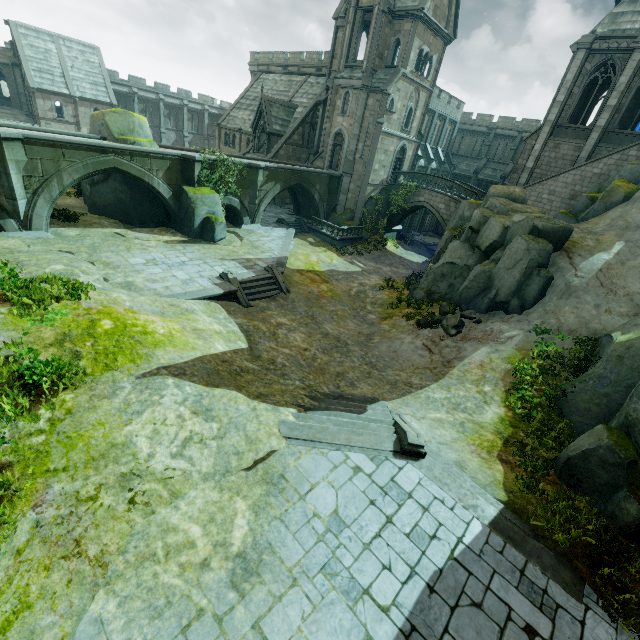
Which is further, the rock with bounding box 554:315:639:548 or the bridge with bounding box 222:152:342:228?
the bridge with bounding box 222:152:342:228

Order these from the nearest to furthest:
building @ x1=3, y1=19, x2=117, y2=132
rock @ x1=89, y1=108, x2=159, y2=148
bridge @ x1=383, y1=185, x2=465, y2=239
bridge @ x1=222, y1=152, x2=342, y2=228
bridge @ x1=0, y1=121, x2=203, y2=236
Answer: bridge @ x1=0, y1=121, x2=203, y2=236 < rock @ x1=89, y1=108, x2=159, y2=148 < bridge @ x1=222, y1=152, x2=342, y2=228 < bridge @ x1=383, y1=185, x2=465, y2=239 < building @ x1=3, y1=19, x2=117, y2=132

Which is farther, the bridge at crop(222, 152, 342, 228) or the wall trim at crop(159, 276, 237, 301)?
the bridge at crop(222, 152, 342, 228)

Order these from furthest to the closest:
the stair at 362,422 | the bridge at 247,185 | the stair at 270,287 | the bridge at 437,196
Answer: the bridge at 437,196 → the bridge at 247,185 → the stair at 270,287 → the stair at 362,422

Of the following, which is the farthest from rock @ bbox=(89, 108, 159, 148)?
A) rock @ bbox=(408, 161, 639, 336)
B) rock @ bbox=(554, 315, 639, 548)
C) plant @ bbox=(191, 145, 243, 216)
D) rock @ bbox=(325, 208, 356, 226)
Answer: rock @ bbox=(554, 315, 639, 548)

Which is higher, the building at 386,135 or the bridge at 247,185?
the building at 386,135

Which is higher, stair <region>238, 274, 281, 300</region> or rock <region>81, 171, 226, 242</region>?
rock <region>81, 171, 226, 242</region>

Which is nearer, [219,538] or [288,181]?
[219,538]
